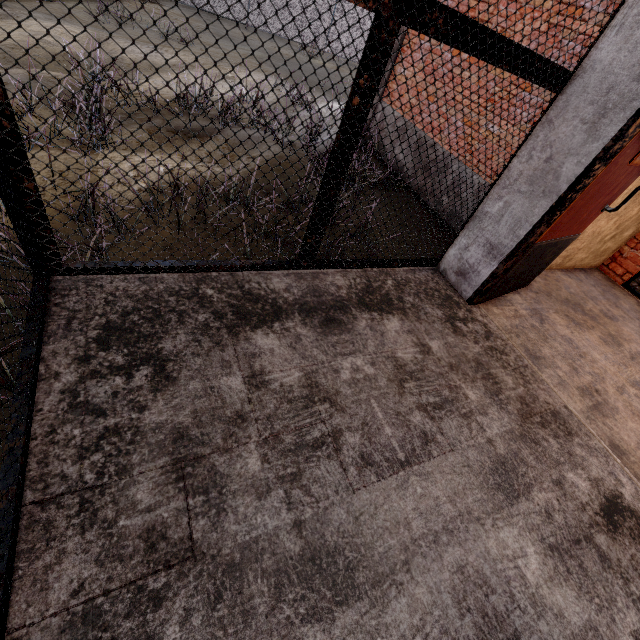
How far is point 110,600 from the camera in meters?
1.0 m
